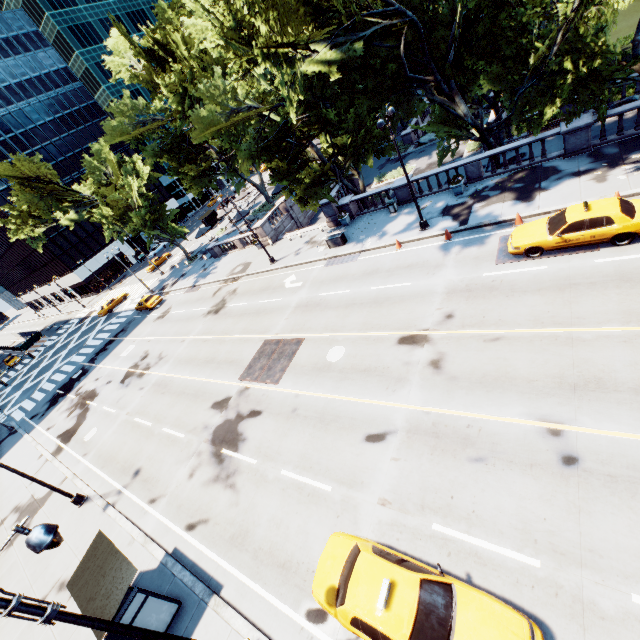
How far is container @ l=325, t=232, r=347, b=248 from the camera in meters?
25.0 m

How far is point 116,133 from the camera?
37.91m

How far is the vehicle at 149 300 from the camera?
38.6 meters

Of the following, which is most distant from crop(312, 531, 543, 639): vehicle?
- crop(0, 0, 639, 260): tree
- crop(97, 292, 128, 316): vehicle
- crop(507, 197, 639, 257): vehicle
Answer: crop(97, 292, 128, 316): vehicle

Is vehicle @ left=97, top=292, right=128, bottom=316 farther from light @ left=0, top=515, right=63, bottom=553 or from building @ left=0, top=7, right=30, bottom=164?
light @ left=0, top=515, right=63, bottom=553

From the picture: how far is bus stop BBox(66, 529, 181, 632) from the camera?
9.61m

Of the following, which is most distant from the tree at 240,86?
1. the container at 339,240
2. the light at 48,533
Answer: the light at 48,533

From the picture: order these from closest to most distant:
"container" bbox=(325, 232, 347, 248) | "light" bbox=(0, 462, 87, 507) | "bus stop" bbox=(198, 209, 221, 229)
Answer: "light" bbox=(0, 462, 87, 507) < "container" bbox=(325, 232, 347, 248) < "bus stop" bbox=(198, 209, 221, 229)
